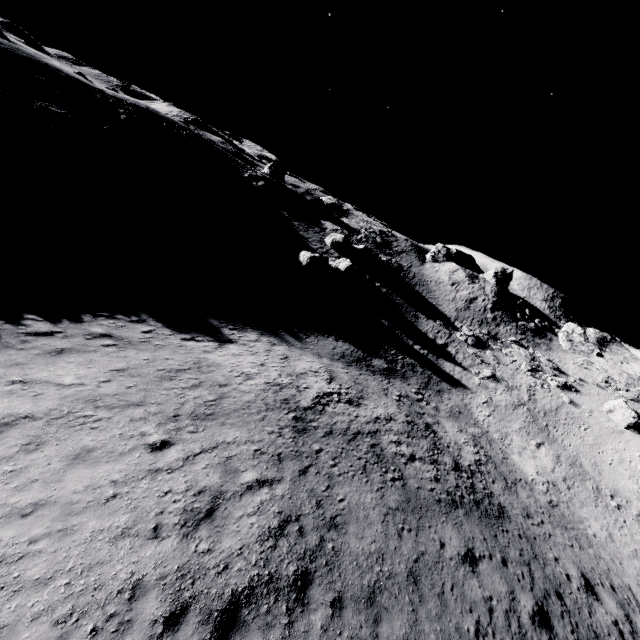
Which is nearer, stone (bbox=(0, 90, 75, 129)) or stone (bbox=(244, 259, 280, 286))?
stone (bbox=(0, 90, 75, 129))

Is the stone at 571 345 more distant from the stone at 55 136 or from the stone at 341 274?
the stone at 55 136

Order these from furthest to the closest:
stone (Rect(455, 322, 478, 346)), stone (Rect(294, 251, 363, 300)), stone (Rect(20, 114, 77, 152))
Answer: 1. stone (Rect(455, 322, 478, 346))
2. stone (Rect(294, 251, 363, 300))
3. stone (Rect(20, 114, 77, 152))

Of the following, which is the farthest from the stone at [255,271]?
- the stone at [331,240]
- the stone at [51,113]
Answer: the stone at [51,113]

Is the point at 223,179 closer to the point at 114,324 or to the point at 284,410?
the point at 114,324

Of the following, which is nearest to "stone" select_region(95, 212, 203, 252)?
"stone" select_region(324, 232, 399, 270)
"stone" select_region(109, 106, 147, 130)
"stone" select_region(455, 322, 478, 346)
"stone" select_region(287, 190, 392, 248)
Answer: "stone" select_region(109, 106, 147, 130)

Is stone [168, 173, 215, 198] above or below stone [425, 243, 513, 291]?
below

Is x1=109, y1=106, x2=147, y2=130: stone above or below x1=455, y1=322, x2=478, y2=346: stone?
above
